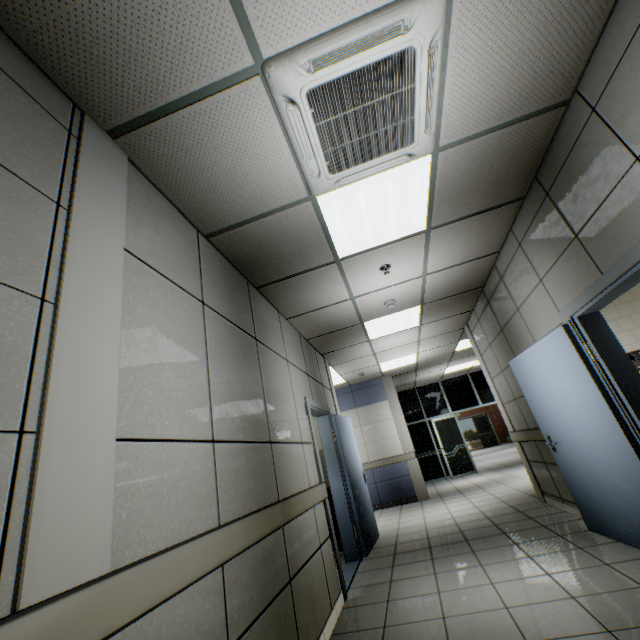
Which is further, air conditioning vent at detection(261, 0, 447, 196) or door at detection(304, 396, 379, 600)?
door at detection(304, 396, 379, 600)

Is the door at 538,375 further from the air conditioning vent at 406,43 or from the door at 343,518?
the door at 343,518

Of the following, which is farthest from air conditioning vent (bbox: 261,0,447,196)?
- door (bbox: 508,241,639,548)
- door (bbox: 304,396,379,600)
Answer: door (bbox: 304,396,379,600)

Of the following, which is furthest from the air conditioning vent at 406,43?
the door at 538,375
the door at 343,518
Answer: the door at 343,518

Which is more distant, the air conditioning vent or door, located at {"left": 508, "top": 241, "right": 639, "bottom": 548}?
door, located at {"left": 508, "top": 241, "right": 639, "bottom": 548}

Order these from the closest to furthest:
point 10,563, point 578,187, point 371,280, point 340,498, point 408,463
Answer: point 10,563 → point 578,187 → point 371,280 → point 340,498 → point 408,463

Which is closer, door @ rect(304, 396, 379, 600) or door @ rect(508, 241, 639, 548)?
door @ rect(508, 241, 639, 548)

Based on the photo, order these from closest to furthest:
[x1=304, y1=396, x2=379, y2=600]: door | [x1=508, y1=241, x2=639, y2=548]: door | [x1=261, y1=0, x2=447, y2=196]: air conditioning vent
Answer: [x1=261, y1=0, x2=447, y2=196]: air conditioning vent, [x1=508, y1=241, x2=639, y2=548]: door, [x1=304, y1=396, x2=379, y2=600]: door
